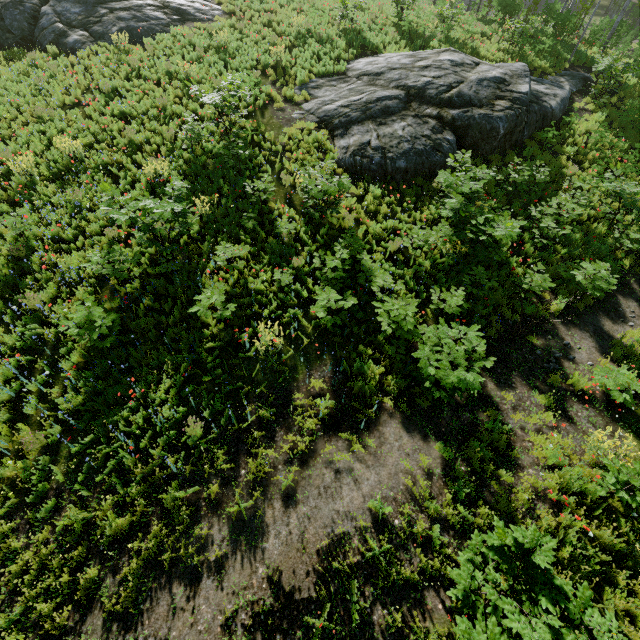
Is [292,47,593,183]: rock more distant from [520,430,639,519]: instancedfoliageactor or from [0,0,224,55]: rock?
[0,0,224,55]: rock

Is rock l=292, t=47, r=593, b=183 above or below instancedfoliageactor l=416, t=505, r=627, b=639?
above

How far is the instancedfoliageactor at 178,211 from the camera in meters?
7.7 m

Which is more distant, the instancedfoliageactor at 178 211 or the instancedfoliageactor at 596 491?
the instancedfoliageactor at 178 211

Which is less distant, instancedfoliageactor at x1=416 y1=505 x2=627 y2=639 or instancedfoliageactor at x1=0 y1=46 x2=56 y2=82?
instancedfoliageactor at x1=416 y1=505 x2=627 y2=639

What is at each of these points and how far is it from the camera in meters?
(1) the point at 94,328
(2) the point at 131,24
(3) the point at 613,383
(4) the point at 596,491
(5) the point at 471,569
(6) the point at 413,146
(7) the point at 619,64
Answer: (1) instancedfoliageactor, 6.9
(2) rock, 16.0
(3) instancedfoliageactor, 7.2
(4) instancedfoliageactor, 5.8
(5) instancedfoliageactor, 4.2
(6) rock, 11.6
(7) instancedfoliageactor, 13.7

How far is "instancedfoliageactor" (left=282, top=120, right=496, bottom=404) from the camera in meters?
6.6
